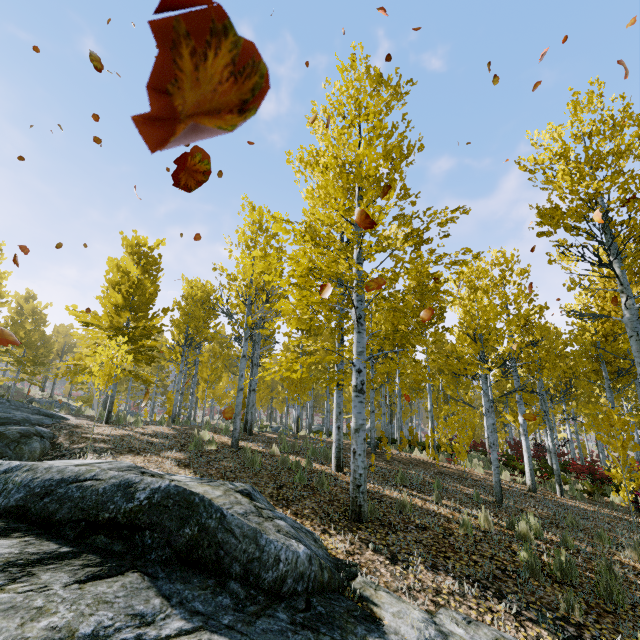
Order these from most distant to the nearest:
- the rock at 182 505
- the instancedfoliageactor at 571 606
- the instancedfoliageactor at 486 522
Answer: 1. the instancedfoliageactor at 486 522
2. the instancedfoliageactor at 571 606
3. the rock at 182 505

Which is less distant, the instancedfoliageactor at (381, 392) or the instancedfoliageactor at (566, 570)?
the instancedfoliageactor at (566, 570)

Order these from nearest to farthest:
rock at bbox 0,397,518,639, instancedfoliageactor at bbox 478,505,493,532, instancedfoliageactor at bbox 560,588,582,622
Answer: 1. rock at bbox 0,397,518,639
2. instancedfoliageactor at bbox 560,588,582,622
3. instancedfoliageactor at bbox 478,505,493,532

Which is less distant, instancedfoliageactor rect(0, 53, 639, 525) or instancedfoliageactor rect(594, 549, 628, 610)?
instancedfoliageactor rect(594, 549, 628, 610)

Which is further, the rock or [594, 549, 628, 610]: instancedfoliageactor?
[594, 549, 628, 610]: instancedfoliageactor

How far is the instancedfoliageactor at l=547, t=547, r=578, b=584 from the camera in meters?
4.6

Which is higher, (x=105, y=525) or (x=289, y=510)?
(x=105, y=525)
